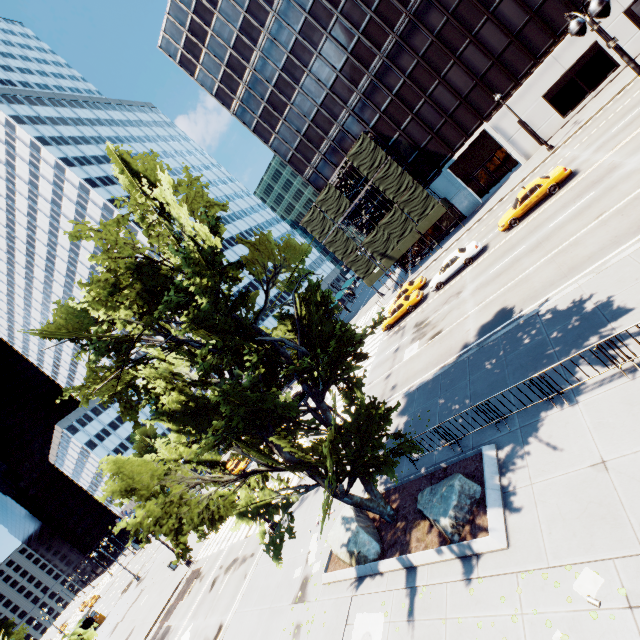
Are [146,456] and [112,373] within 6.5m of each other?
yes

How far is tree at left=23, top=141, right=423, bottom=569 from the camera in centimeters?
942cm

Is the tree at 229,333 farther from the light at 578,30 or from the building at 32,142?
the light at 578,30

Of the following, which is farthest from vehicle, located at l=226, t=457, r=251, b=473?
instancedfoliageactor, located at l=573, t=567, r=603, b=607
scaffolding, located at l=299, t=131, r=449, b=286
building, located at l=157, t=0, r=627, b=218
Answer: instancedfoliageactor, located at l=573, t=567, r=603, b=607

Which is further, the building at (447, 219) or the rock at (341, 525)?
the building at (447, 219)

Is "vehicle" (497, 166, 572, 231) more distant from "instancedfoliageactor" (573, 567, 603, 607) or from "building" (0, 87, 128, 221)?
"building" (0, 87, 128, 221)

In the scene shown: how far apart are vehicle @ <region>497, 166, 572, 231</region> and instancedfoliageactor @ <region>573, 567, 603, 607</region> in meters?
22.7 m

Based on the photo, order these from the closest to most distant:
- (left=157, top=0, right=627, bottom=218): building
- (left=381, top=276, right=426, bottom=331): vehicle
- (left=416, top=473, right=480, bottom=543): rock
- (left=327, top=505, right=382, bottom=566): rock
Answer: (left=416, top=473, right=480, bottom=543): rock → (left=327, top=505, right=382, bottom=566): rock → (left=381, top=276, right=426, bottom=331): vehicle → (left=157, top=0, right=627, bottom=218): building
